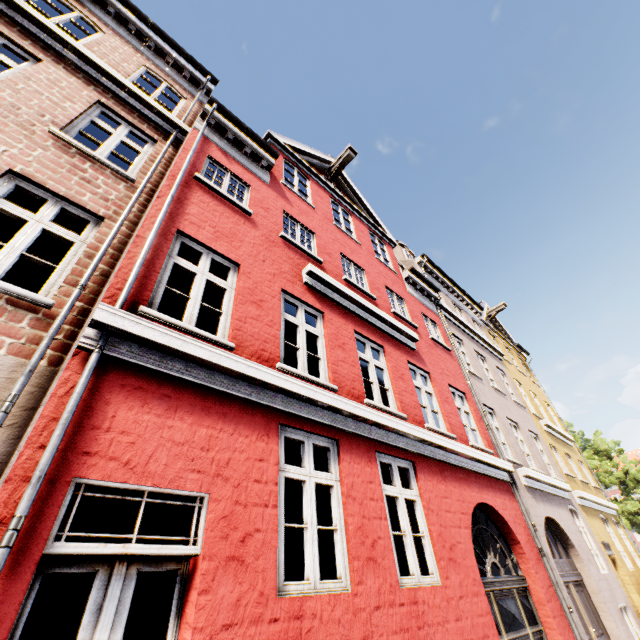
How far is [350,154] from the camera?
12.5m
